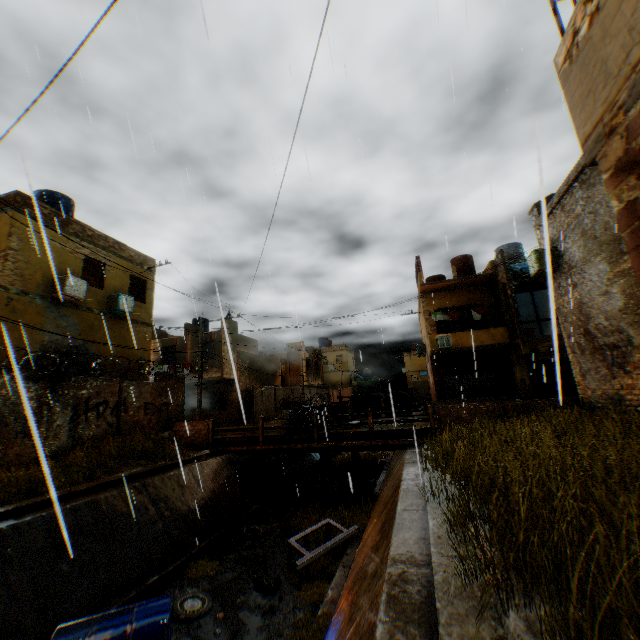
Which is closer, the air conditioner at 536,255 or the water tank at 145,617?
the air conditioner at 536,255

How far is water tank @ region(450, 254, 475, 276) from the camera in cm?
2414

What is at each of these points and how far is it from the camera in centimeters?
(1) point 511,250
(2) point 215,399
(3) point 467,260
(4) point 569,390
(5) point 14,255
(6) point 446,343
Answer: (1) water tank, 2108cm
(2) shutter, 2655cm
(3) water tank, 2433cm
(4) wooden gate, 1873cm
(5) building, 1191cm
(6) air conditioner, 2044cm

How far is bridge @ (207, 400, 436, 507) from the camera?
12.7m

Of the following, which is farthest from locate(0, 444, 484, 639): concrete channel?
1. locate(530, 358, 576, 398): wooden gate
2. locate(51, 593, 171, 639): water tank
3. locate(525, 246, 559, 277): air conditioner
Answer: locate(530, 358, 576, 398): wooden gate

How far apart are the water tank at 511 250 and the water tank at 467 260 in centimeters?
189cm

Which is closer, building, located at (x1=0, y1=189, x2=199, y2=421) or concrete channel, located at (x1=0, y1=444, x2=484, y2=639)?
concrete channel, located at (x1=0, y1=444, x2=484, y2=639)

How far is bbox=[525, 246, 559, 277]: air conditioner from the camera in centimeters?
87cm
